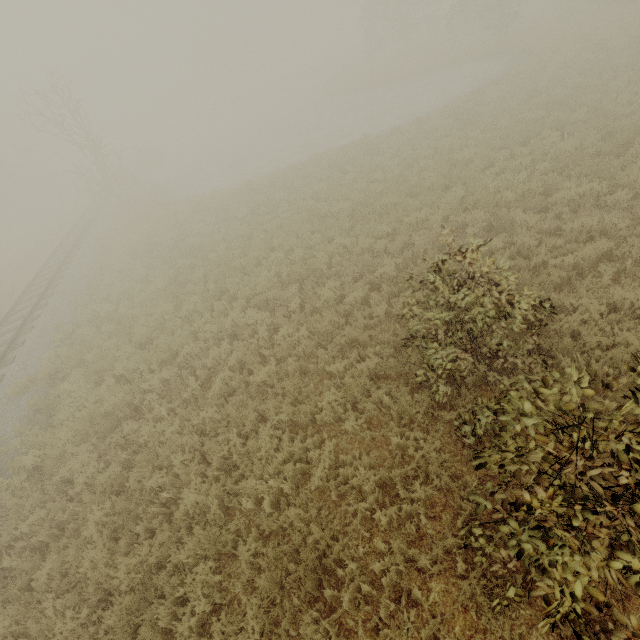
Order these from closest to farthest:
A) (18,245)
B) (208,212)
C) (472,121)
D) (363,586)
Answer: (363,586) < (472,121) < (208,212) < (18,245)

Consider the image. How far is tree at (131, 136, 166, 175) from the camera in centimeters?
3588cm

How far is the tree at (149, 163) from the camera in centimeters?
3588cm
